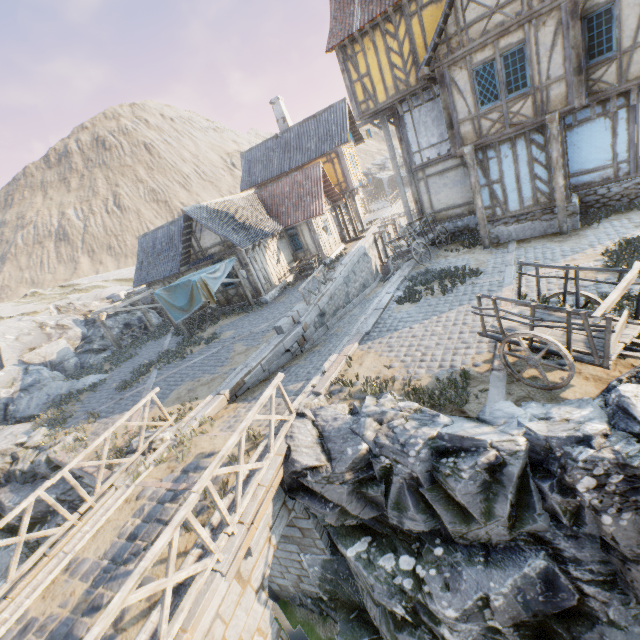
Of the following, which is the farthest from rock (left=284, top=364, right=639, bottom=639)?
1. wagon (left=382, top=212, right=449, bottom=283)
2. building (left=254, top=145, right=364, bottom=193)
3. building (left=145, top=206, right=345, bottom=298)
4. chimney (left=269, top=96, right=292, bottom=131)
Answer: chimney (left=269, top=96, right=292, bottom=131)

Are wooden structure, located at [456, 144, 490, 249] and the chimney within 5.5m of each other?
no

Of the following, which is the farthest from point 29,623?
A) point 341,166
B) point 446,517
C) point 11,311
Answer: point 11,311

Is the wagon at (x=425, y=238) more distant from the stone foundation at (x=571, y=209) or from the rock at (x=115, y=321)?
the rock at (x=115, y=321)

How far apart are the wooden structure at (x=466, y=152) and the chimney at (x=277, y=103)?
18.1 meters

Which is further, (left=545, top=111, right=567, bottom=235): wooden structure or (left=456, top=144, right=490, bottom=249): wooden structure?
(left=456, top=144, right=490, bottom=249): wooden structure

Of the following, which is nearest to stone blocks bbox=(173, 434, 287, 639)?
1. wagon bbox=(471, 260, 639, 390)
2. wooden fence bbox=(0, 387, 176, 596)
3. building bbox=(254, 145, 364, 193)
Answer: wooden fence bbox=(0, 387, 176, 596)

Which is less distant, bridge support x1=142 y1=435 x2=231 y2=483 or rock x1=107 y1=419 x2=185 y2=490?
bridge support x1=142 y1=435 x2=231 y2=483
